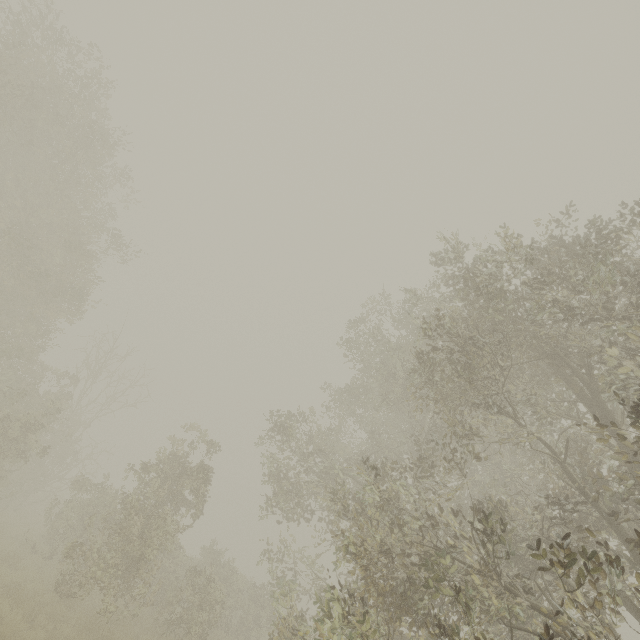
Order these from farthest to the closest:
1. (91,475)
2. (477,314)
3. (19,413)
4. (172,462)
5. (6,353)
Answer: (91,475)
(19,413)
(6,353)
(172,462)
(477,314)
